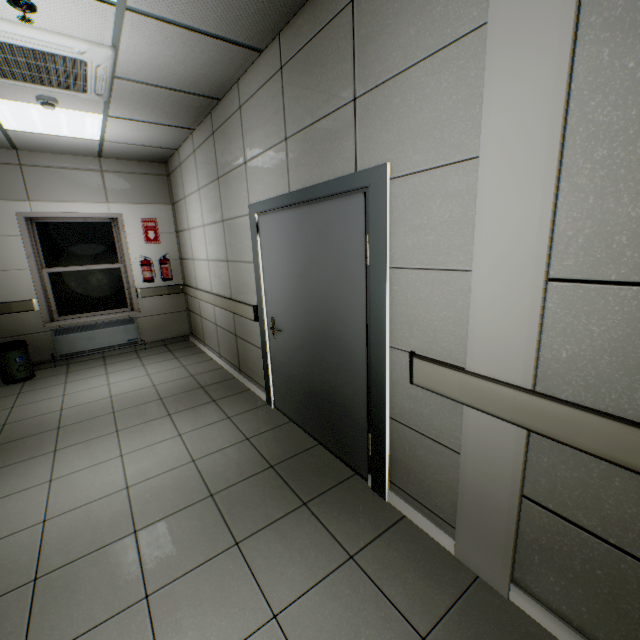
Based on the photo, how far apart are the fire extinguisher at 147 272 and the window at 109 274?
0.33m

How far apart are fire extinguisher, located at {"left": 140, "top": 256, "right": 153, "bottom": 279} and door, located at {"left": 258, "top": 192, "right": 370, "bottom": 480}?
3.50m

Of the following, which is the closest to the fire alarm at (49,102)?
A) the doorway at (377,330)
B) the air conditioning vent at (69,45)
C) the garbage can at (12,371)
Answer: the air conditioning vent at (69,45)

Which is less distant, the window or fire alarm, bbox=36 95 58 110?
fire alarm, bbox=36 95 58 110

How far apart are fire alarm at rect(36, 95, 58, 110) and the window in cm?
280

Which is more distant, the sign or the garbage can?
the sign

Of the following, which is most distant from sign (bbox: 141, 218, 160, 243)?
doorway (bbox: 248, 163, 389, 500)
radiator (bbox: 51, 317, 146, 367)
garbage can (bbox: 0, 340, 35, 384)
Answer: doorway (bbox: 248, 163, 389, 500)

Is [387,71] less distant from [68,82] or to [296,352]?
[296,352]
